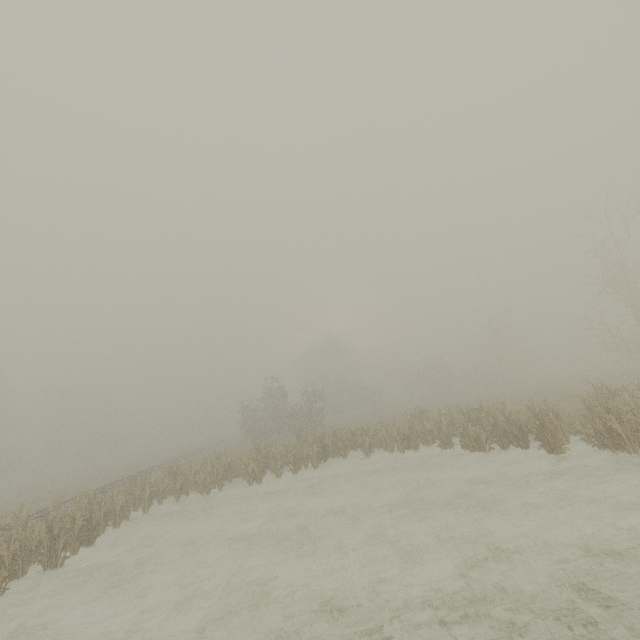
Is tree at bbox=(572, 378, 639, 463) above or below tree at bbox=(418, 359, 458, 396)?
below

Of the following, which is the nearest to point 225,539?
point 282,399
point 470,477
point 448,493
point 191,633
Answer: point 191,633

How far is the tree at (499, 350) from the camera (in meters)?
45.50

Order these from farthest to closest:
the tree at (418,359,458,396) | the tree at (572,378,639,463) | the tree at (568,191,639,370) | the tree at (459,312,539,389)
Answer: the tree at (418,359,458,396), the tree at (459,312,539,389), the tree at (568,191,639,370), the tree at (572,378,639,463)

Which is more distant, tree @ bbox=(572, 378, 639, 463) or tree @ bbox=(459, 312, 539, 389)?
tree @ bbox=(459, 312, 539, 389)

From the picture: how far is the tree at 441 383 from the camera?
52.69m

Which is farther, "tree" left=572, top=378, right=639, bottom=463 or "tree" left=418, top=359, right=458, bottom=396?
"tree" left=418, top=359, right=458, bottom=396

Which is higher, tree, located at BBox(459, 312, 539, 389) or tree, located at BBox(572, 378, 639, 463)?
tree, located at BBox(459, 312, 539, 389)
